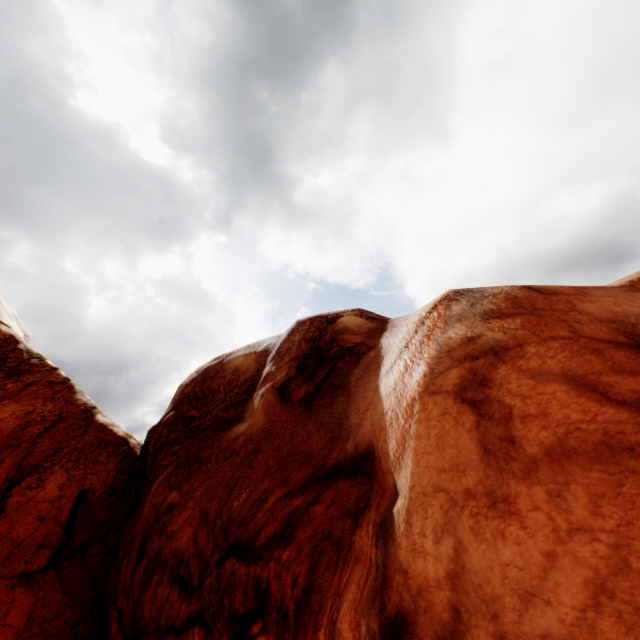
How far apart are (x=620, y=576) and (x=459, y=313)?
3.2 meters
